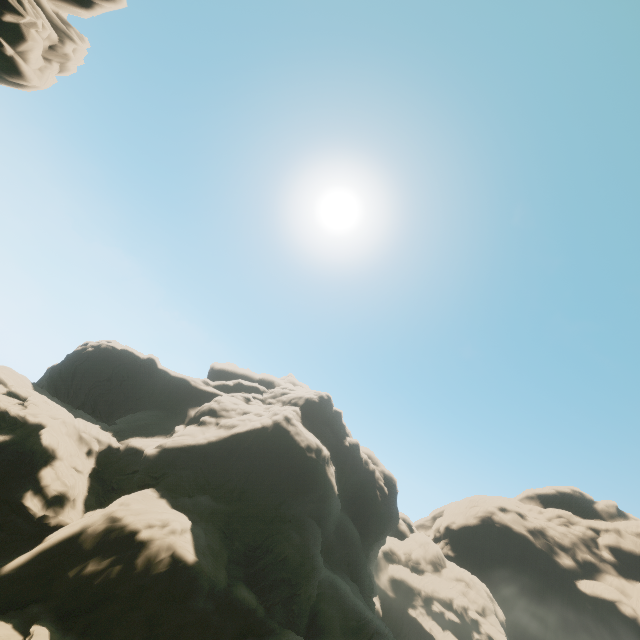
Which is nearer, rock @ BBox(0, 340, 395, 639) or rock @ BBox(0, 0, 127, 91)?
rock @ BBox(0, 0, 127, 91)

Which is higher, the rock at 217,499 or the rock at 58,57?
the rock at 58,57

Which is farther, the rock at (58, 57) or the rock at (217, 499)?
the rock at (217, 499)

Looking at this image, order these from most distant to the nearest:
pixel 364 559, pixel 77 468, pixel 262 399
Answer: pixel 262 399, pixel 364 559, pixel 77 468

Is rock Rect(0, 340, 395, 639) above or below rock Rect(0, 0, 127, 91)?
below
